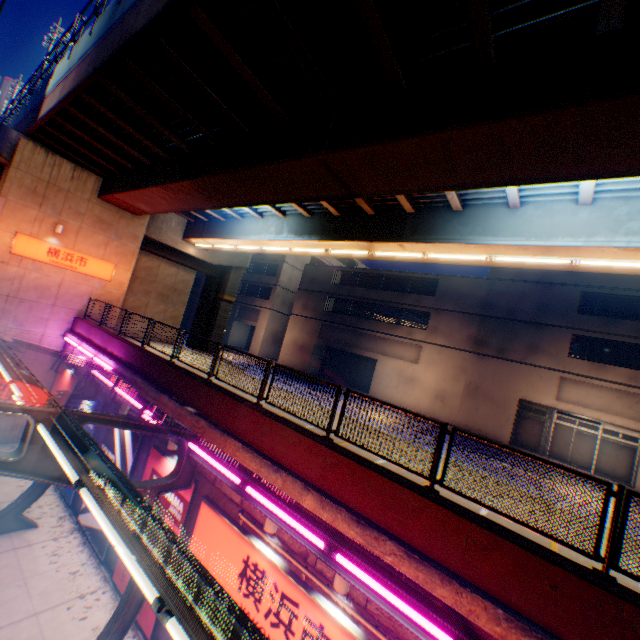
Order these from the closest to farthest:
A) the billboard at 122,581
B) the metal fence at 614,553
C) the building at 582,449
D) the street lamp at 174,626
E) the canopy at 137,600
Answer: the street lamp at 174,626
the canopy at 137,600
the metal fence at 614,553
the billboard at 122,581
the building at 582,449

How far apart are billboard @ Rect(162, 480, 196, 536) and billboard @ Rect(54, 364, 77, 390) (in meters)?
8.07

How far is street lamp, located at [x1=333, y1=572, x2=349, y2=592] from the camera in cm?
578

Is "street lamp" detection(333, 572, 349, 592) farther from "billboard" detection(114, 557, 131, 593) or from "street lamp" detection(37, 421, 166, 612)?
"billboard" detection(114, 557, 131, 593)

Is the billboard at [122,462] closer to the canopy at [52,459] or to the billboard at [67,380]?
the canopy at [52,459]

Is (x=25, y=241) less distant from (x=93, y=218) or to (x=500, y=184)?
A: (x=93, y=218)

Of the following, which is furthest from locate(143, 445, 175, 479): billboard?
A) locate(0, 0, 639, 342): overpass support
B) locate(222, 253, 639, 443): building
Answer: A: locate(222, 253, 639, 443): building

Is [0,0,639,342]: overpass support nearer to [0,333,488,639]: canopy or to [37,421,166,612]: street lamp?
[0,333,488,639]: canopy
